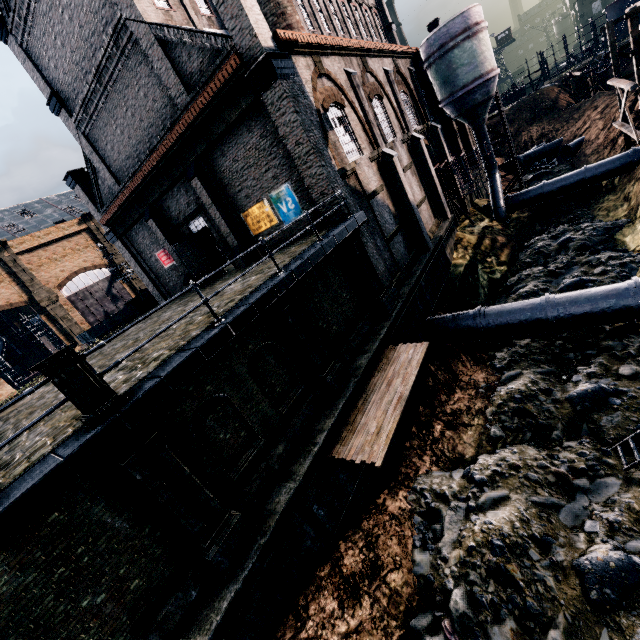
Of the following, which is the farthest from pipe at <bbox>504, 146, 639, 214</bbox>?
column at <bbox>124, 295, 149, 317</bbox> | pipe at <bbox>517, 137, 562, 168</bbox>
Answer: column at <bbox>124, 295, 149, 317</bbox>

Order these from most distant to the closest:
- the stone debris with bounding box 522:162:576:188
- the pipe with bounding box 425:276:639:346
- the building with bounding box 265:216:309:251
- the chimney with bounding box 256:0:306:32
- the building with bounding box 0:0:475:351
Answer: the stone debris with bounding box 522:162:576:188, the chimney with bounding box 256:0:306:32, the building with bounding box 265:216:309:251, the building with bounding box 0:0:475:351, the pipe with bounding box 425:276:639:346

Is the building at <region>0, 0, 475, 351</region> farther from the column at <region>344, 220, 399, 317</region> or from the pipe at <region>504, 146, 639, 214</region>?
the pipe at <region>504, 146, 639, 214</region>

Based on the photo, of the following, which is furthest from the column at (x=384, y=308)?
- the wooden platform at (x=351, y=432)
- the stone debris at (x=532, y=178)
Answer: the stone debris at (x=532, y=178)

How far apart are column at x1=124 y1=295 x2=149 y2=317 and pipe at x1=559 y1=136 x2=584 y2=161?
47.7 meters

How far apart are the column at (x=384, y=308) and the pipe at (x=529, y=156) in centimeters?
4014cm

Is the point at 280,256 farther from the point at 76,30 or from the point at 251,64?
the point at 76,30

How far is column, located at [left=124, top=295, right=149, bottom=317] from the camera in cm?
2980
